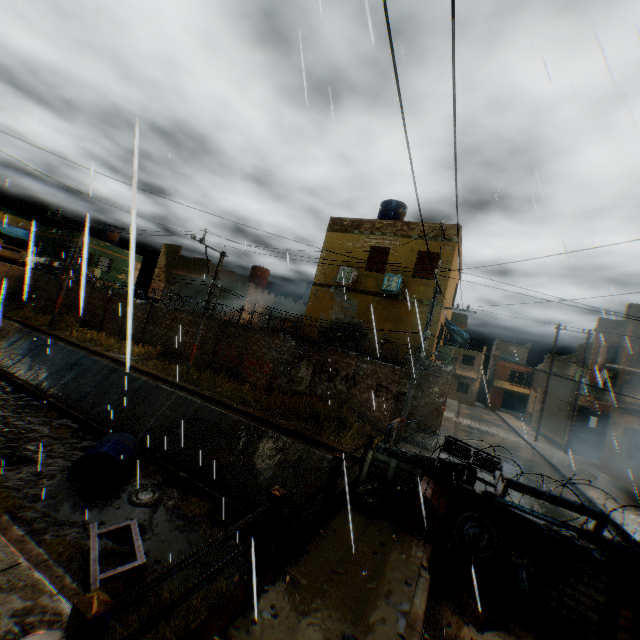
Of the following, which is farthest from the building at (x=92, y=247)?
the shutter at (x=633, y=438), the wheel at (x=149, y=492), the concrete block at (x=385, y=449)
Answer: the wheel at (x=149, y=492)

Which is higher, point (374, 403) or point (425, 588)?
point (374, 403)

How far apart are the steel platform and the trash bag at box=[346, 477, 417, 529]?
4.24m

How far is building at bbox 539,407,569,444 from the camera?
26.0 meters

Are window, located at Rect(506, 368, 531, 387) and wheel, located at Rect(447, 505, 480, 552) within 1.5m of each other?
no

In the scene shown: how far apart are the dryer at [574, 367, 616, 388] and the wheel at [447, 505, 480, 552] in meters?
12.5

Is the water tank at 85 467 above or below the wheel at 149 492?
above

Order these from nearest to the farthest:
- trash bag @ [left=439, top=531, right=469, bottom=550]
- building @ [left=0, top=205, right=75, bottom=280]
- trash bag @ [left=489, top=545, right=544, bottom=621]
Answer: trash bag @ [left=489, top=545, right=544, bottom=621] < trash bag @ [left=439, top=531, right=469, bottom=550] < building @ [left=0, top=205, right=75, bottom=280]
